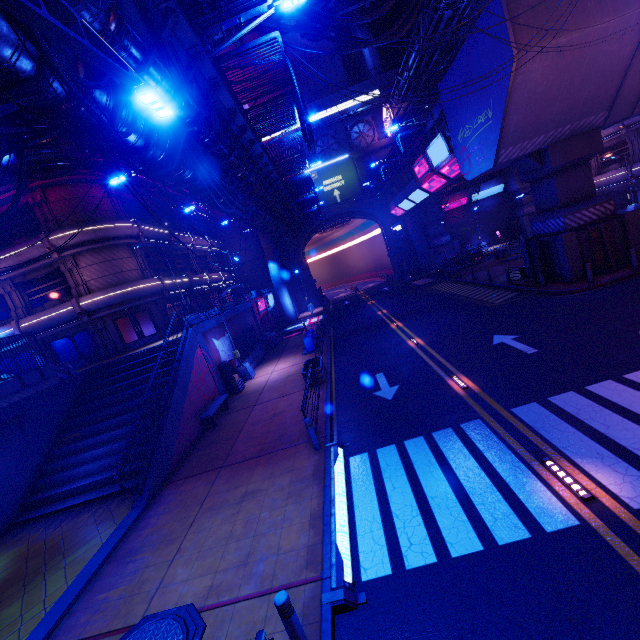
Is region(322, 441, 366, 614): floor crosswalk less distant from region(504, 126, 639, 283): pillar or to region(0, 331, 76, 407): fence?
region(0, 331, 76, 407): fence

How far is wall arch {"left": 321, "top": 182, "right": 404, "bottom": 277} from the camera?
44.9m

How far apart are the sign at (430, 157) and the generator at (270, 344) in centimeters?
1859cm

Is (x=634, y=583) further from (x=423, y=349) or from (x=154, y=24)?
(x=154, y=24)

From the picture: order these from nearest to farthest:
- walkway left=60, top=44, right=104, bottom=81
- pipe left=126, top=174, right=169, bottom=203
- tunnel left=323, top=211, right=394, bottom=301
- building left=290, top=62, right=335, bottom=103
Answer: walkway left=60, top=44, right=104, bottom=81, pipe left=126, top=174, right=169, bottom=203, tunnel left=323, top=211, right=394, bottom=301, building left=290, top=62, right=335, bottom=103

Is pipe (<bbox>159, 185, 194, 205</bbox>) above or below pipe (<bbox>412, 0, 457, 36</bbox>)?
below

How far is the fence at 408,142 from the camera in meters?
23.6

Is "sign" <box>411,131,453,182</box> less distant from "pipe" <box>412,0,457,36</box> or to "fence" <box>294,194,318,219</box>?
"pipe" <box>412,0,457,36</box>
